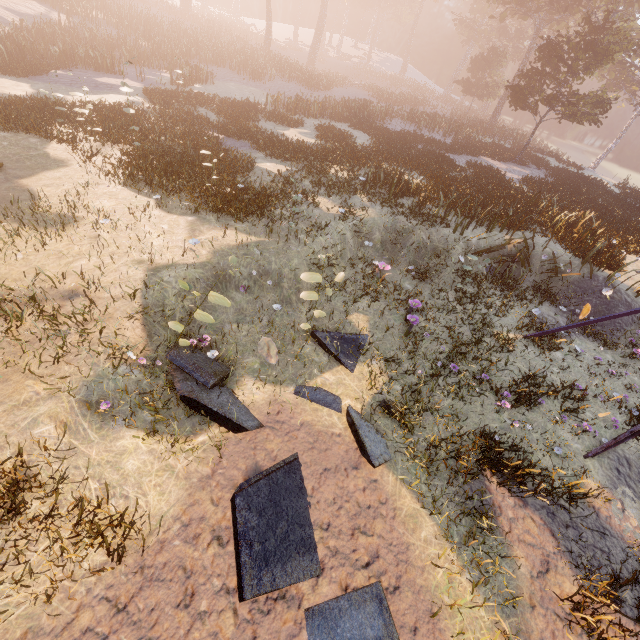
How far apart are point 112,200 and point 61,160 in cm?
318
